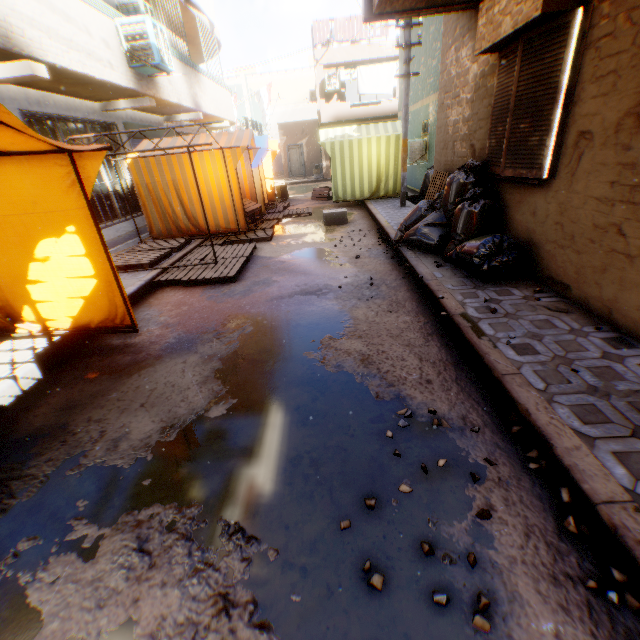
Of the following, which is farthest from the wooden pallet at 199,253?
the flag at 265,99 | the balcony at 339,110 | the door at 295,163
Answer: the door at 295,163

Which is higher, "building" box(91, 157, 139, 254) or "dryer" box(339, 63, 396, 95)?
"dryer" box(339, 63, 396, 95)

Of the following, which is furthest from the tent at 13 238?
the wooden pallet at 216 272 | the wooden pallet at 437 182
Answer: the wooden pallet at 437 182

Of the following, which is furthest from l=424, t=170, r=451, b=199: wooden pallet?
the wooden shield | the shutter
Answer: the wooden shield

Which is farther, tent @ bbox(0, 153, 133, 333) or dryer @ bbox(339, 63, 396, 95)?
dryer @ bbox(339, 63, 396, 95)

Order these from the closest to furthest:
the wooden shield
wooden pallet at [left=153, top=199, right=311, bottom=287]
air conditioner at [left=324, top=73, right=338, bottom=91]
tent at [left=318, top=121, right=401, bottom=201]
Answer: wooden pallet at [left=153, top=199, right=311, bottom=287]
tent at [left=318, top=121, right=401, bottom=201]
the wooden shield
air conditioner at [left=324, top=73, right=338, bottom=91]

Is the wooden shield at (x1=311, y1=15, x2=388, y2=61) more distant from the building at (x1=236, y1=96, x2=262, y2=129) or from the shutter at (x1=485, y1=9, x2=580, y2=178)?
the shutter at (x1=485, y1=9, x2=580, y2=178)

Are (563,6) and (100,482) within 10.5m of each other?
yes
